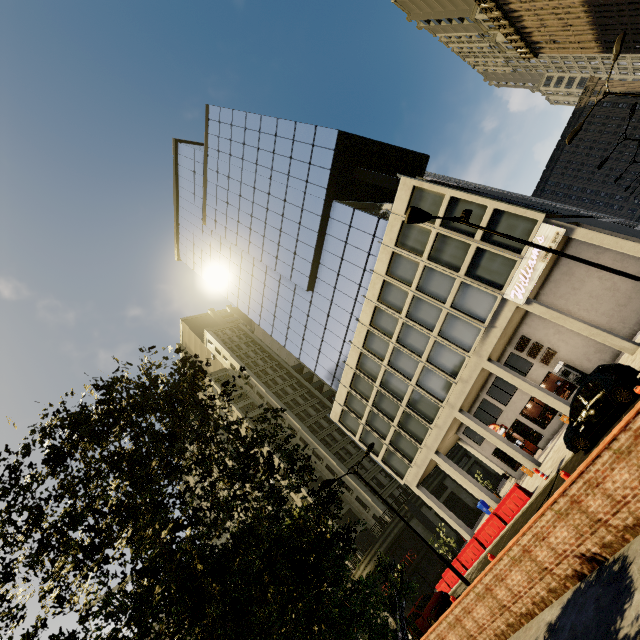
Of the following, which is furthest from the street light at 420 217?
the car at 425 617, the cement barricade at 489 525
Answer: the car at 425 617

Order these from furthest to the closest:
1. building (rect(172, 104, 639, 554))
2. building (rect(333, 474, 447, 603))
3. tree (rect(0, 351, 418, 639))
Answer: building (rect(333, 474, 447, 603)) < building (rect(172, 104, 639, 554)) < tree (rect(0, 351, 418, 639))

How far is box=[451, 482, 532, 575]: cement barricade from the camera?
18.2m

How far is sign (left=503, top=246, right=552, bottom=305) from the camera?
18.9 meters

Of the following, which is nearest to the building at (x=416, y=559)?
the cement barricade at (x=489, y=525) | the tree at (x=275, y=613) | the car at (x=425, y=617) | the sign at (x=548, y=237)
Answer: the tree at (x=275, y=613)

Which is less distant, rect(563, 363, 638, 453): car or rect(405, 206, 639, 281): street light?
rect(405, 206, 639, 281): street light

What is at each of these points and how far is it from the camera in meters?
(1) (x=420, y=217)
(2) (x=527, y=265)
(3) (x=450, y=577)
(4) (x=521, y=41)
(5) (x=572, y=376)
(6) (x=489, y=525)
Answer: (1) street light, 10.3 m
(2) sign, 19.5 m
(3) cement barricade, 22.9 m
(4) building, 45.3 m
(5) atm, 22.3 m
(6) cement barricade, 19.9 m
